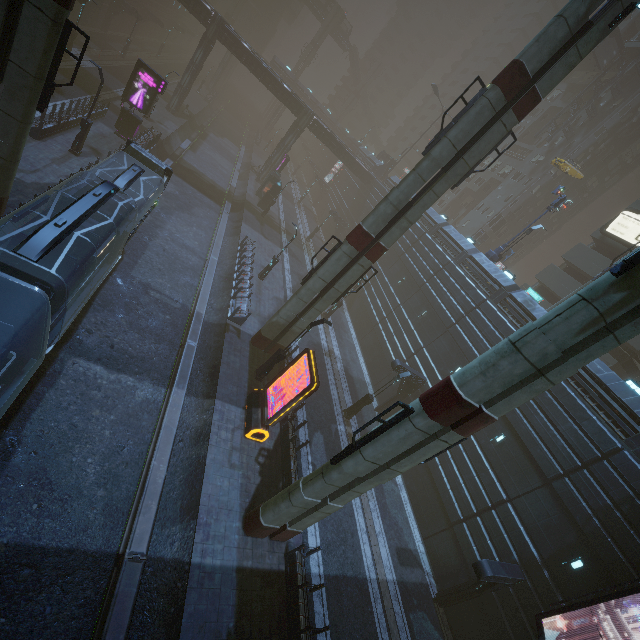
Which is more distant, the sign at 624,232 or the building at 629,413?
the sign at 624,232

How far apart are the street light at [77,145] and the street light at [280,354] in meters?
18.6

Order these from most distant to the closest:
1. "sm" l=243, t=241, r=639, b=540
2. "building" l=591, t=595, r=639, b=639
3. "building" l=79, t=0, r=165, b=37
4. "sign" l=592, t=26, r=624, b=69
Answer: "building" l=79, t=0, r=165, b=37
"sign" l=592, t=26, r=624, b=69
"building" l=591, t=595, r=639, b=639
"sm" l=243, t=241, r=639, b=540

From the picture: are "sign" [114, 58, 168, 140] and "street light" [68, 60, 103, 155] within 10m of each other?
yes

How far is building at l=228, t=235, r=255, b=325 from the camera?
21.1 meters

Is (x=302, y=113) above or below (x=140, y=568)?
above

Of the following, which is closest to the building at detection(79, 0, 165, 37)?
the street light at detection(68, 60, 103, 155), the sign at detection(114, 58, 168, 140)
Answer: the sign at detection(114, 58, 168, 140)

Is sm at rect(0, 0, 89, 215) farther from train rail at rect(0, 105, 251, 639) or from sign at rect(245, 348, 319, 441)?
sign at rect(245, 348, 319, 441)
